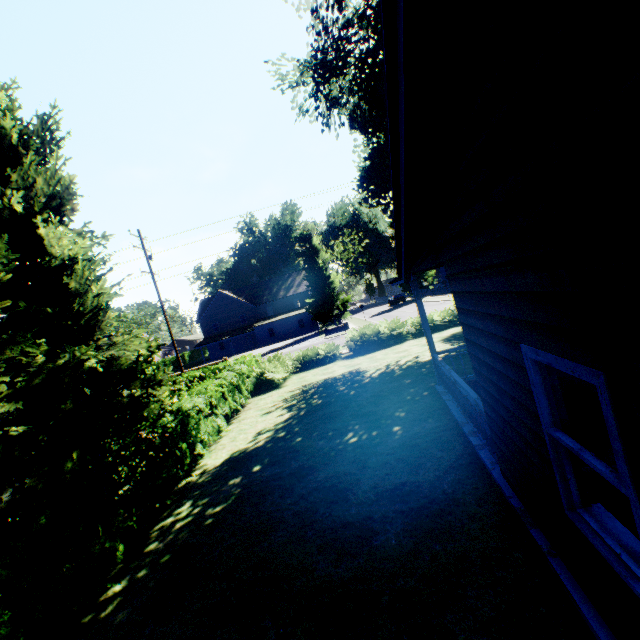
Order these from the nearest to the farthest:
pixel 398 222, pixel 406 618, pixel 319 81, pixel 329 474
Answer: pixel 406 618 < pixel 398 222 < pixel 329 474 < pixel 319 81

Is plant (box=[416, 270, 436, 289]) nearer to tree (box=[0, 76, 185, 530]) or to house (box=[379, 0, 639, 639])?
tree (box=[0, 76, 185, 530])

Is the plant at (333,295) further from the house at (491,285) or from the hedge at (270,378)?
the house at (491,285)

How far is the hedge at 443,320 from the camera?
19.8m

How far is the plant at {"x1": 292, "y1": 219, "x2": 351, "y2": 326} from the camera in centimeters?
4522cm

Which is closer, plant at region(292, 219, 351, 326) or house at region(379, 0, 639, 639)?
house at region(379, 0, 639, 639)

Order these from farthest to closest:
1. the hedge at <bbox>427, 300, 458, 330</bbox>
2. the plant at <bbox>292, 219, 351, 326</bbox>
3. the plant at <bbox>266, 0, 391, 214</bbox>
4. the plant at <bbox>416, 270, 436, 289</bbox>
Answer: the plant at <bbox>416, 270, 436, 289</bbox> < the plant at <bbox>292, 219, 351, 326</bbox> < the hedge at <bbox>427, 300, 458, 330</bbox> < the plant at <bbox>266, 0, 391, 214</bbox>

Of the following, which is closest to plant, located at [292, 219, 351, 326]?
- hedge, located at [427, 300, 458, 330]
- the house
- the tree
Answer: the tree
